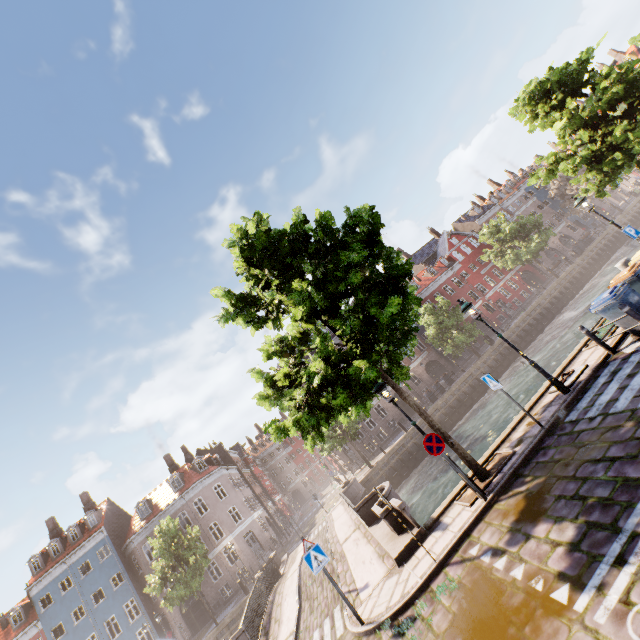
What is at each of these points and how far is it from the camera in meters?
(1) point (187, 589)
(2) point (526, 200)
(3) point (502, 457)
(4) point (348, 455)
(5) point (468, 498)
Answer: (1) tree, 23.7 m
(2) building, 54.1 m
(3) tree planter, 9.0 m
(4) building, 39.0 m
(5) tree planter, 8.6 m

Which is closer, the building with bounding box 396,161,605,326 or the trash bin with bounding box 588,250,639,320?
the trash bin with bounding box 588,250,639,320

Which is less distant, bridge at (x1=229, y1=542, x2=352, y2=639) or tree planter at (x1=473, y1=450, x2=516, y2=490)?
tree planter at (x1=473, y1=450, x2=516, y2=490)

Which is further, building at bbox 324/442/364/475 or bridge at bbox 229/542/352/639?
building at bbox 324/442/364/475

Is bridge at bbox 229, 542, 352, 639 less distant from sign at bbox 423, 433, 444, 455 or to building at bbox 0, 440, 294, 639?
sign at bbox 423, 433, 444, 455

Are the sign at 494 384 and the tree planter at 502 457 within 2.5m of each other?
yes

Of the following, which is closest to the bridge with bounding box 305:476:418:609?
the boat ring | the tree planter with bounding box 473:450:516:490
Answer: the tree planter with bounding box 473:450:516:490

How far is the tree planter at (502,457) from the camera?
8.4m
